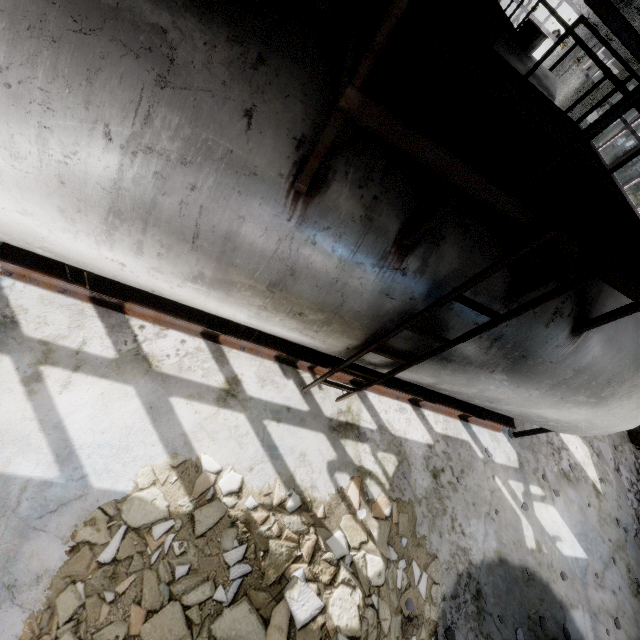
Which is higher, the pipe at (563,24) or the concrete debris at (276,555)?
the pipe at (563,24)

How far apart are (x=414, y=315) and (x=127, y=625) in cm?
405

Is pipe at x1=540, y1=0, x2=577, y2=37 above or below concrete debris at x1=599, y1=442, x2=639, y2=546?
above

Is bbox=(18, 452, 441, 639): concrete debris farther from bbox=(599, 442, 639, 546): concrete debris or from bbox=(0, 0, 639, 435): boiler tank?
bbox=(599, 442, 639, 546): concrete debris

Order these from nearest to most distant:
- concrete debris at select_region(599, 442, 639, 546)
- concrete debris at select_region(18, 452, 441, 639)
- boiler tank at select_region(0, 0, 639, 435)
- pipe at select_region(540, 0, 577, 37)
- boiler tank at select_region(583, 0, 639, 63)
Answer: boiler tank at select_region(583, 0, 639, 63) → boiler tank at select_region(0, 0, 639, 435) → concrete debris at select_region(18, 452, 441, 639) → concrete debris at select_region(599, 442, 639, 546) → pipe at select_region(540, 0, 577, 37)

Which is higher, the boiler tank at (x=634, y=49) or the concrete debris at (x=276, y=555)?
the boiler tank at (x=634, y=49)

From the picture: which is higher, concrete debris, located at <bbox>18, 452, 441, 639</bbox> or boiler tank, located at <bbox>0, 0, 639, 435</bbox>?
boiler tank, located at <bbox>0, 0, 639, 435</bbox>

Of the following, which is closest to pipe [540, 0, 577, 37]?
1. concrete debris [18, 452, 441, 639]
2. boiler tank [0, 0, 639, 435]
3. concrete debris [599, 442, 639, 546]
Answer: boiler tank [0, 0, 639, 435]
